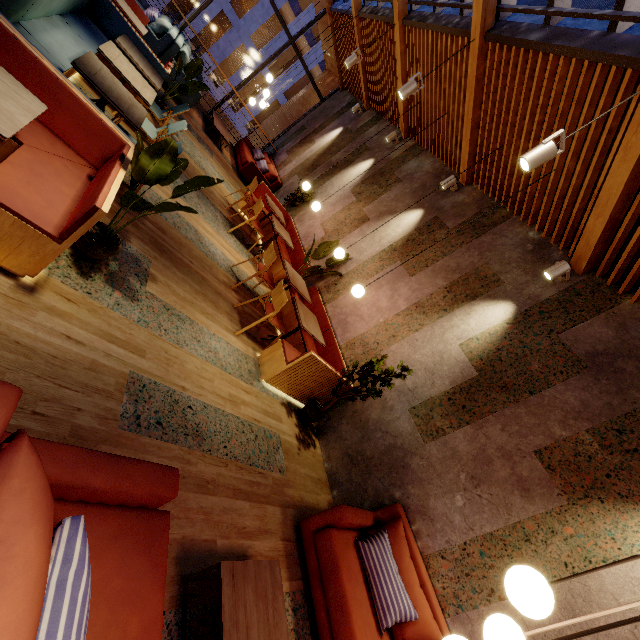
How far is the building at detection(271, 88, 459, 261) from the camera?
6.7 meters

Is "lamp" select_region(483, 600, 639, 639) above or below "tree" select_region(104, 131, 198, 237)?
above

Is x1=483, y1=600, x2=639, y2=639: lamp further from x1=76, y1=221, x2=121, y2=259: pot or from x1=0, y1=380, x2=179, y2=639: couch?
x1=76, y1=221, x2=121, y2=259: pot

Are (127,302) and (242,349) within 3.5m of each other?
yes

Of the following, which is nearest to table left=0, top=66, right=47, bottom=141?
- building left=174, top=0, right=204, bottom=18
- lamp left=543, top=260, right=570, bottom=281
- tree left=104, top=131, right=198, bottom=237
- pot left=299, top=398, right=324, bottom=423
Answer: tree left=104, top=131, right=198, bottom=237

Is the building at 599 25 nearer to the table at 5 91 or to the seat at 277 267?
the seat at 277 267

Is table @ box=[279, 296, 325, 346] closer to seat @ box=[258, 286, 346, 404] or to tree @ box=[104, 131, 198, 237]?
seat @ box=[258, 286, 346, 404]

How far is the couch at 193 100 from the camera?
7.7m
